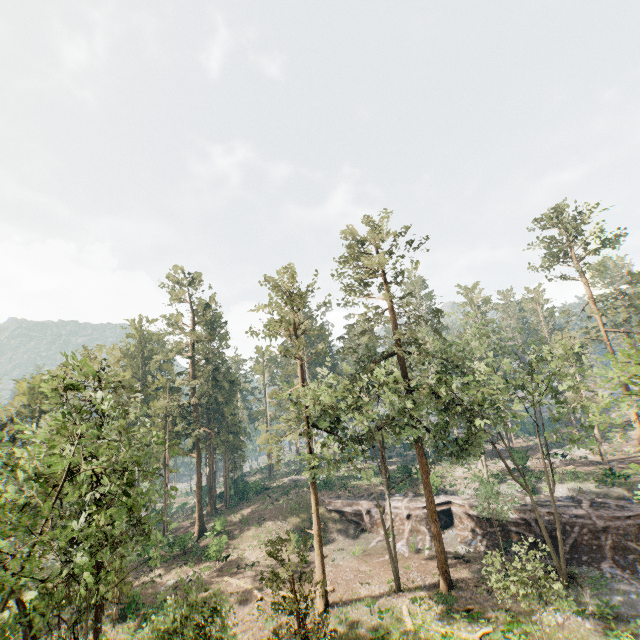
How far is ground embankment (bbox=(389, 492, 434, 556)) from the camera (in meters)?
32.50

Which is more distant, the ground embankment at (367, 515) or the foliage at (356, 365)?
the ground embankment at (367, 515)

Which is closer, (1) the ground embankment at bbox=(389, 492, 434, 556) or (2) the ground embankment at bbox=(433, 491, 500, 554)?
(2) the ground embankment at bbox=(433, 491, 500, 554)

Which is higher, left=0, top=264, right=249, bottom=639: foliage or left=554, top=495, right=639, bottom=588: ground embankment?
left=0, top=264, right=249, bottom=639: foliage

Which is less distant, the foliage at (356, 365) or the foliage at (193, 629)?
the foliage at (193, 629)

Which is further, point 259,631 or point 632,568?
point 632,568

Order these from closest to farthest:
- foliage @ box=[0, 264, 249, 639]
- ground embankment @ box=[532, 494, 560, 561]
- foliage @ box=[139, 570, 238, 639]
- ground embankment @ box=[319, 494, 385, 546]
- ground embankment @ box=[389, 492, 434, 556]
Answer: foliage @ box=[0, 264, 249, 639]
foliage @ box=[139, 570, 238, 639]
ground embankment @ box=[532, 494, 560, 561]
ground embankment @ box=[389, 492, 434, 556]
ground embankment @ box=[319, 494, 385, 546]
